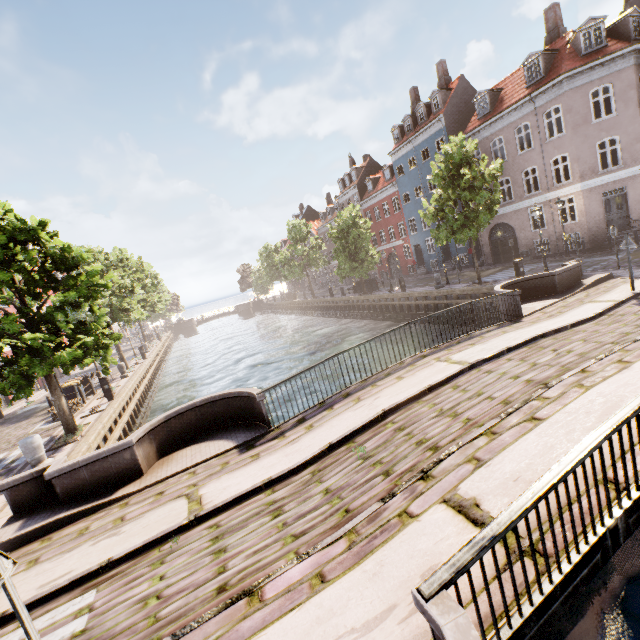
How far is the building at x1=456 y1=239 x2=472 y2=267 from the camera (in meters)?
30.52

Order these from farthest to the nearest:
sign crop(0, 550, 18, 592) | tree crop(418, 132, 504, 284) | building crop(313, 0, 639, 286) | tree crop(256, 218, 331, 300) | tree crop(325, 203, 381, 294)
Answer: tree crop(256, 218, 331, 300), tree crop(325, 203, 381, 294), building crop(313, 0, 639, 286), tree crop(418, 132, 504, 284), sign crop(0, 550, 18, 592)

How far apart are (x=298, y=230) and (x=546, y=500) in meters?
42.6

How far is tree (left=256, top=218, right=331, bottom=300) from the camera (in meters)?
42.81

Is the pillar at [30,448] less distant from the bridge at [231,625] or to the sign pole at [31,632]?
the bridge at [231,625]

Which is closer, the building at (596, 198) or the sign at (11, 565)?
the sign at (11, 565)

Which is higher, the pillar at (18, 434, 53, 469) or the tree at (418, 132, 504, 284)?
the tree at (418, 132, 504, 284)
